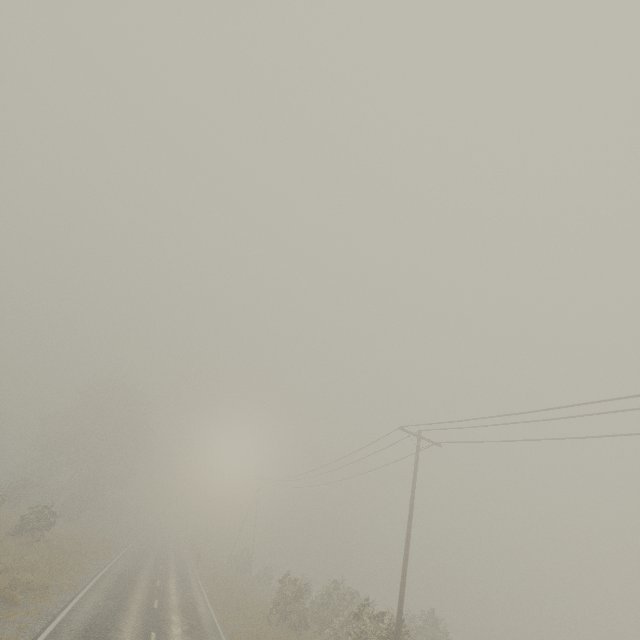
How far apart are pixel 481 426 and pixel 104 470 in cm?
5329
